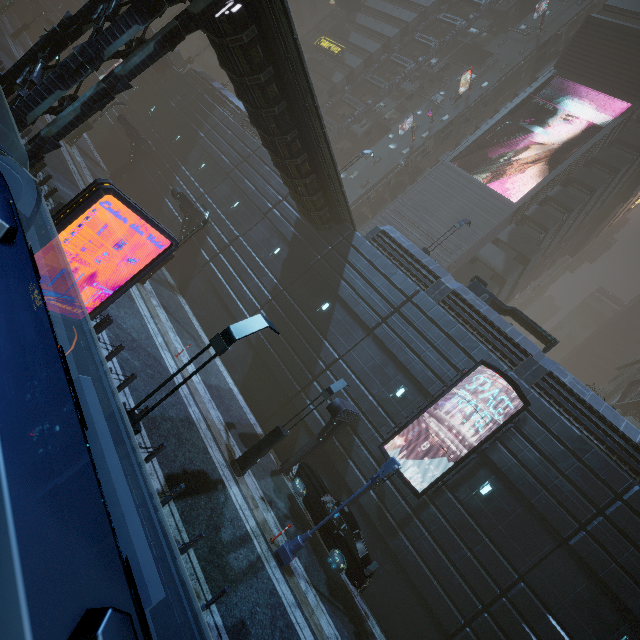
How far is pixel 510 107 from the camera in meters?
33.5

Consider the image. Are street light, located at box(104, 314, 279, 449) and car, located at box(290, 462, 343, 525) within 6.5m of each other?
no

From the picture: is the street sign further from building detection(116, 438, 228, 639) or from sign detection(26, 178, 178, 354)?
sign detection(26, 178, 178, 354)

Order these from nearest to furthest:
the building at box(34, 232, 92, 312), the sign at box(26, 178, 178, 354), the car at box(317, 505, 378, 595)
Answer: the sign at box(26, 178, 178, 354)
the building at box(34, 232, 92, 312)
the car at box(317, 505, 378, 595)

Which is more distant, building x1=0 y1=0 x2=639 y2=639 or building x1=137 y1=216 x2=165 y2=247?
building x1=137 y1=216 x2=165 y2=247

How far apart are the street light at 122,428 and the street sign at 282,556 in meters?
7.0 m

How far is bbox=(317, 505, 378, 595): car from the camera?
12.1 meters

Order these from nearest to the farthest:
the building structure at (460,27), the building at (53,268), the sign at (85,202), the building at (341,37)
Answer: the sign at (85,202)
the building at (53,268)
the building structure at (460,27)
the building at (341,37)
